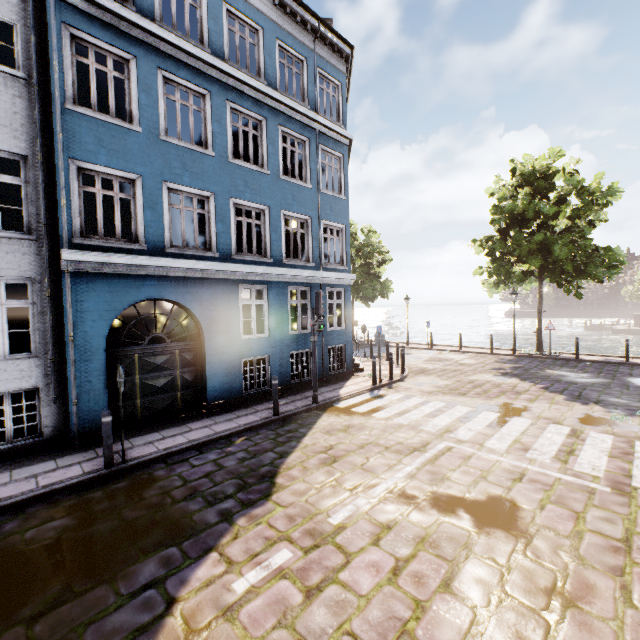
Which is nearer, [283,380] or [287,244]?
[283,380]

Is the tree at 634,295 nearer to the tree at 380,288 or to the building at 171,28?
the tree at 380,288

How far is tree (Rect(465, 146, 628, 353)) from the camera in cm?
1589

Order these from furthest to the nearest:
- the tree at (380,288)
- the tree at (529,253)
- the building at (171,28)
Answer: the tree at (380,288) → the tree at (529,253) → the building at (171,28)

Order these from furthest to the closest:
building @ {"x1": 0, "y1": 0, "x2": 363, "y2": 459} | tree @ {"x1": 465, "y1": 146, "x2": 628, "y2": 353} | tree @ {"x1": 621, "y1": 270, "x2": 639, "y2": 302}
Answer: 1. tree @ {"x1": 621, "y1": 270, "x2": 639, "y2": 302}
2. tree @ {"x1": 465, "y1": 146, "x2": 628, "y2": 353}
3. building @ {"x1": 0, "y1": 0, "x2": 363, "y2": 459}

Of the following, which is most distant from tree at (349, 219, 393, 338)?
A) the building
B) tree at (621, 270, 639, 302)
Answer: tree at (621, 270, 639, 302)
